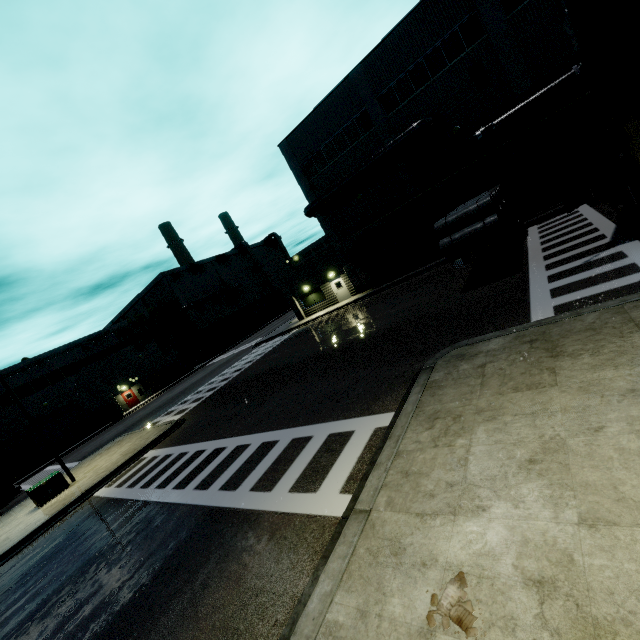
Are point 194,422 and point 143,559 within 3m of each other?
no

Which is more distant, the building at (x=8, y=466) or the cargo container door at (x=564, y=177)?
the building at (x=8, y=466)

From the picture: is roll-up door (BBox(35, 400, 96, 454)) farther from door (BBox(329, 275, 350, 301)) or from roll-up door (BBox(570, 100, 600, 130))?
roll-up door (BBox(570, 100, 600, 130))

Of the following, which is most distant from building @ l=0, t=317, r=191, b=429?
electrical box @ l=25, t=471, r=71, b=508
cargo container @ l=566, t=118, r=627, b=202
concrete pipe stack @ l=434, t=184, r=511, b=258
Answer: electrical box @ l=25, t=471, r=71, b=508

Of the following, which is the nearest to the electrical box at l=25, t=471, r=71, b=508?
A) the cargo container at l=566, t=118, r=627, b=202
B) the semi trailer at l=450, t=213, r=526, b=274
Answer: the semi trailer at l=450, t=213, r=526, b=274

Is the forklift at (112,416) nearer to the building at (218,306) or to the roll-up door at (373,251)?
the building at (218,306)

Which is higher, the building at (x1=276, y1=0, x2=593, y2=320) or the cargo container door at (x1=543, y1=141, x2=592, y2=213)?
the building at (x1=276, y1=0, x2=593, y2=320)

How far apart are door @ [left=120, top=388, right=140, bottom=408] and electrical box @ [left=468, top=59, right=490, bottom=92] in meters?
47.6
